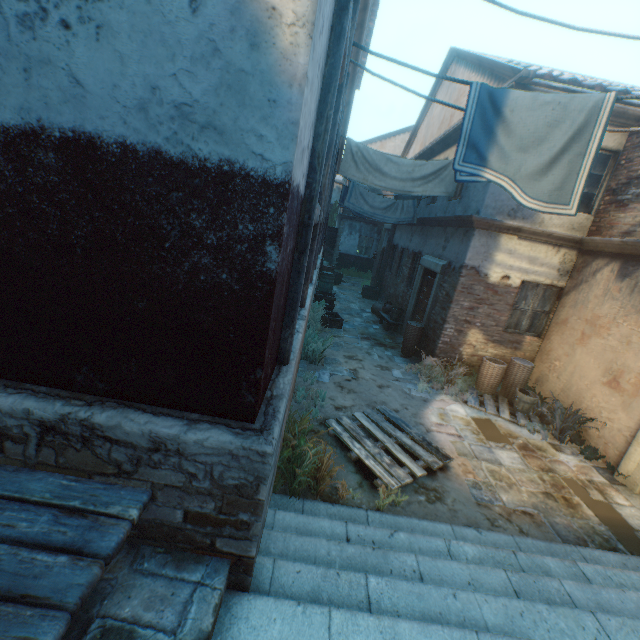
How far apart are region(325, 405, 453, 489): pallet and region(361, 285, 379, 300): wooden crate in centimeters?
1025cm

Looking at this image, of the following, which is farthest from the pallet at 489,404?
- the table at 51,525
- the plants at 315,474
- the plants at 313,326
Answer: the table at 51,525

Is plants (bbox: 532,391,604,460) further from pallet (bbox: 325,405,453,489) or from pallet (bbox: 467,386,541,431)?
pallet (bbox: 325,405,453,489)

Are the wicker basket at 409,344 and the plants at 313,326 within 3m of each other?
yes

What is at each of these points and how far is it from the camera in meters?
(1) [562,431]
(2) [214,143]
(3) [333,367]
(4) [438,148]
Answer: (1) plants, 6.3 m
(2) building, 1.5 m
(3) ground pavers, 7.7 m
(4) building, 10.9 m

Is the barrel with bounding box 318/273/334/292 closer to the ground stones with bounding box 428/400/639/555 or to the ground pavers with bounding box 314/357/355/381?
the ground pavers with bounding box 314/357/355/381

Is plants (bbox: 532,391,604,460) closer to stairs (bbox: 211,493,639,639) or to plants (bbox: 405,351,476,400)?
plants (bbox: 405,351,476,400)

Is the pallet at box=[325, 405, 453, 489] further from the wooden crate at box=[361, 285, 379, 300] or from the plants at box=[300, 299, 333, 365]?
the wooden crate at box=[361, 285, 379, 300]
